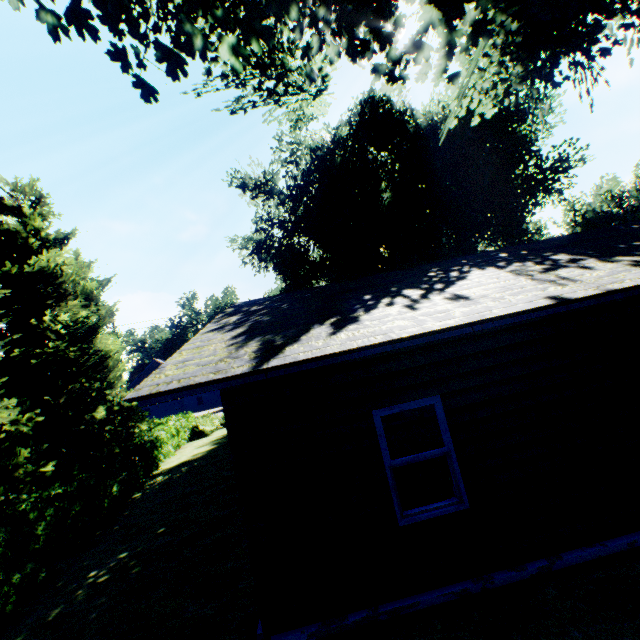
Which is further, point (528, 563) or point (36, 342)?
point (36, 342)

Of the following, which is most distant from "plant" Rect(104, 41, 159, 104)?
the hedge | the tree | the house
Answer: the house

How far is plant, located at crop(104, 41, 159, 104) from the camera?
5.36m

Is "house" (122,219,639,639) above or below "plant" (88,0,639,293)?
below

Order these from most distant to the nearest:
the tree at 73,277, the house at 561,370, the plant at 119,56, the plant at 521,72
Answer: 1. the tree at 73,277
2. the plant at 119,56
3. the plant at 521,72
4. the house at 561,370

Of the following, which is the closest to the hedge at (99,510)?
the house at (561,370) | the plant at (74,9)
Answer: the plant at (74,9)

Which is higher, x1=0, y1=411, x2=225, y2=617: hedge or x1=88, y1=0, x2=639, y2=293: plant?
x1=88, y1=0, x2=639, y2=293: plant

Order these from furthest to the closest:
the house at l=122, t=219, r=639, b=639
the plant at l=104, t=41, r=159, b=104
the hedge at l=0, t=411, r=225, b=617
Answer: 1. the hedge at l=0, t=411, r=225, b=617
2. the plant at l=104, t=41, r=159, b=104
3. the house at l=122, t=219, r=639, b=639
